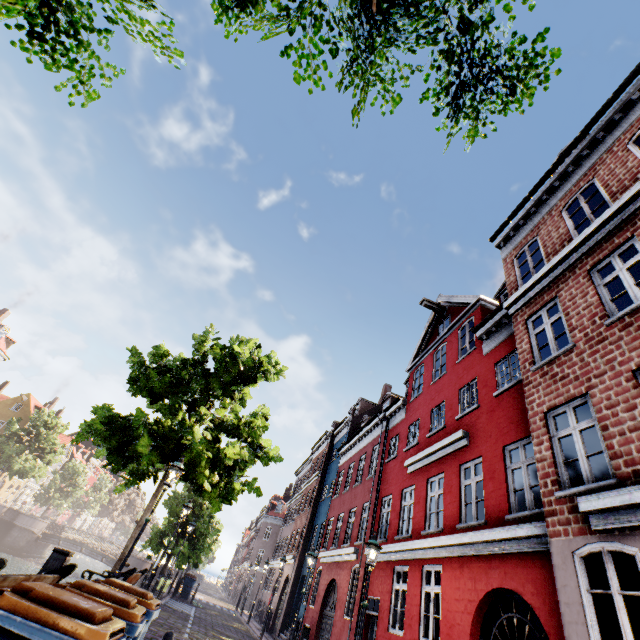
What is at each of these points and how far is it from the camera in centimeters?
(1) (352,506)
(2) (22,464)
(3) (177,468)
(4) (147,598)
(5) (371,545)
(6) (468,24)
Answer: (1) building, 1767cm
(2) tree, 3434cm
(3) street light, 883cm
(4) trash bin, 441cm
(5) street light, 901cm
(6) tree, 188cm

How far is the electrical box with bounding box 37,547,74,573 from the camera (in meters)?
7.00

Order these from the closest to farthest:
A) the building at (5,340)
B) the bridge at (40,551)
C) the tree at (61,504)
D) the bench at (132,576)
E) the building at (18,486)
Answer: the bench at (132,576), the bridge at (40,551), the building at (5,340), the tree at (61,504), the building at (18,486)

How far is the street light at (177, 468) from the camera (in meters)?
7.46

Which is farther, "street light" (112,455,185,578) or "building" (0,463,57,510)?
"building" (0,463,57,510)

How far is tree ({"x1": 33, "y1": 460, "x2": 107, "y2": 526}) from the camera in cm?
4578

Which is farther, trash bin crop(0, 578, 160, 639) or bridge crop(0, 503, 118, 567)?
bridge crop(0, 503, 118, 567)

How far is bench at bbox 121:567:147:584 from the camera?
7.85m
